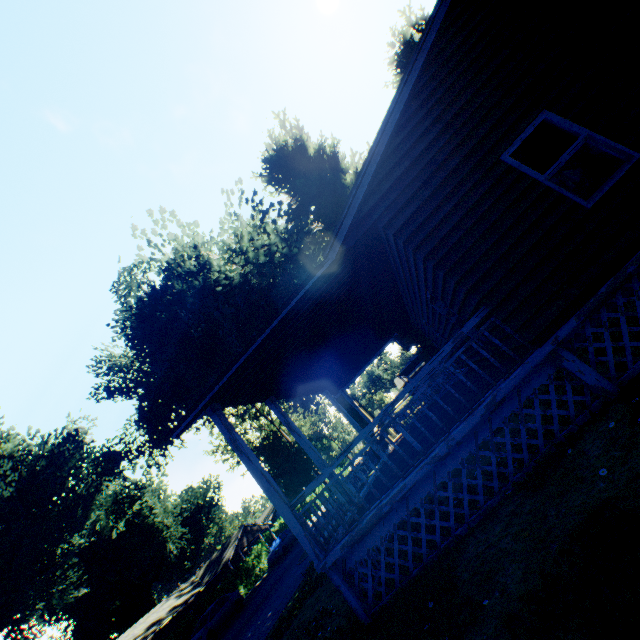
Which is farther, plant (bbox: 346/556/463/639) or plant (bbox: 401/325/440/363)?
plant (bbox: 401/325/440/363)

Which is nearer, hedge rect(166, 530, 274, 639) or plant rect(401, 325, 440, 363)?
plant rect(401, 325, 440, 363)

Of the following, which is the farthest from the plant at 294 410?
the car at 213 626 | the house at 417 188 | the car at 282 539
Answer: the car at 282 539

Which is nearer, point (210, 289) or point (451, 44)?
point (451, 44)

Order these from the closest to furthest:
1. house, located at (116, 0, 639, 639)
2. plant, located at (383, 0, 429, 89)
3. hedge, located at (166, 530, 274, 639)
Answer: house, located at (116, 0, 639, 639)
plant, located at (383, 0, 429, 89)
hedge, located at (166, 530, 274, 639)

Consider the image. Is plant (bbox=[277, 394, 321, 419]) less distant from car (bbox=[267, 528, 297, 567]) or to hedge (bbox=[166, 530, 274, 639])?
hedge (bbox=[166, 530, 274, 639])

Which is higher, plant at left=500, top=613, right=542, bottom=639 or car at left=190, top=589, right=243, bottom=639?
car at left=190, top=589, right=243, bottom=639
